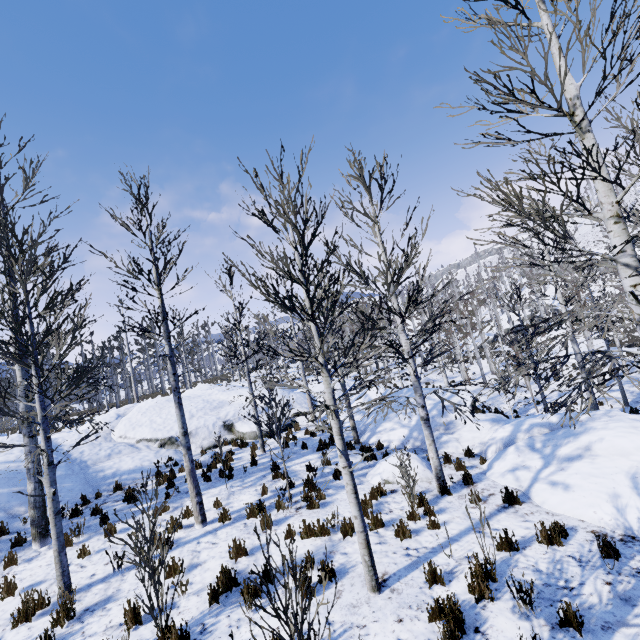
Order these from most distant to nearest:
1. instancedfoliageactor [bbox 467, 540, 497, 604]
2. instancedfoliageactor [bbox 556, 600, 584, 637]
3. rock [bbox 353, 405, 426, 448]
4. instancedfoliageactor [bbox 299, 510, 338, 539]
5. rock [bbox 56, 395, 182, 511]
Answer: rock [bbox 353, 405, 426, 448] → rock [bbox 56, 395, 182, 511] → instancedfoliageactor [bbox 299, 510, 338, 539] → instancedfoliageactor [bbox 467, 540, 497, 604] → instancedfoliageactor [bbox 556, 600, 584, 637]

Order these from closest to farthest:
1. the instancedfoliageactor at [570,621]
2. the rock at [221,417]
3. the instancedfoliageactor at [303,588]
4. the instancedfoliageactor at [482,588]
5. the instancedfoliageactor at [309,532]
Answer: the instancedfoliageactor at [303,588] < the instancedfoliageactor at [570,621] < the instancedfoliageactor at [482,588] < the instancedfoliageactor at [309,532] < the rock at [221,417]

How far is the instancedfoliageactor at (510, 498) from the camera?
7.1 meters

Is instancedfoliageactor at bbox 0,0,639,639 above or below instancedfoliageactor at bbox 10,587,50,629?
above

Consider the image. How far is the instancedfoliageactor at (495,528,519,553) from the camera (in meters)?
5.51

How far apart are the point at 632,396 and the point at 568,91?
21.6m

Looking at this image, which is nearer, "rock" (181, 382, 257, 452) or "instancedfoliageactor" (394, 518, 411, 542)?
"instancedfoliageactor" (394, 518, 411, 542)
